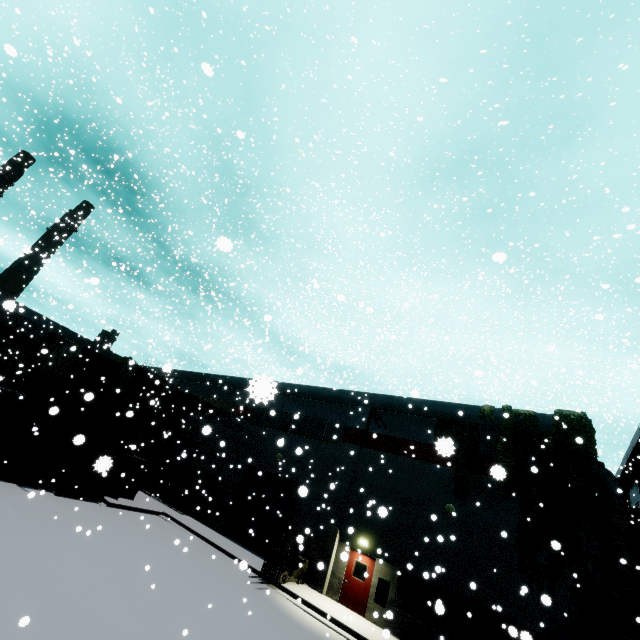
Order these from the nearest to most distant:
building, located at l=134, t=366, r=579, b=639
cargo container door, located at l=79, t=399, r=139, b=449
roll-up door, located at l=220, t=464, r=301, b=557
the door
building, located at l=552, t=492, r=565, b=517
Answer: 1. building, located at l=134, t=366, r=579, b=639
2. building, located at l=552, t=492, r=565, b=517
3. the door
4. cargo container door, located at l=79, t=399, r=139, b=449
5. roll-up door, located at l=220, t=464, r=301, b=557

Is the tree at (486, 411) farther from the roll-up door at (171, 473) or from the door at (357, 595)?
the roll-up door at (171, 473)

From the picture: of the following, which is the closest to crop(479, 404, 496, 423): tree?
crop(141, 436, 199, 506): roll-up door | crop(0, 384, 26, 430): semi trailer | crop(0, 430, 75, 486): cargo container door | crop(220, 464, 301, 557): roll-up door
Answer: crop(220, 464, 301, 557): roll-up door

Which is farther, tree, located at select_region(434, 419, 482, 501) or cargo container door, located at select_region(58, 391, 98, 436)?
cargo container door, located at select_region(58, 391, 98, 436)

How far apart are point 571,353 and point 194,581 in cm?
6733

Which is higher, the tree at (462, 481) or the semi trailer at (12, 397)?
the tree at (462, 481)

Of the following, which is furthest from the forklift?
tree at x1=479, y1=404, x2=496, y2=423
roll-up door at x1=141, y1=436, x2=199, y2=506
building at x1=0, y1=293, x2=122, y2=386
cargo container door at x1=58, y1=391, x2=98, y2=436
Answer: roll-up door at x1=141, y1=436, x2=199, y2=506

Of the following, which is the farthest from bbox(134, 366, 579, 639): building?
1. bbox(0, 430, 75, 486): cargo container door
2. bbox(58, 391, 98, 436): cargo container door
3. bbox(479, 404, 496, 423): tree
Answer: bbox(0, 430, 75, 486): cargo container door
